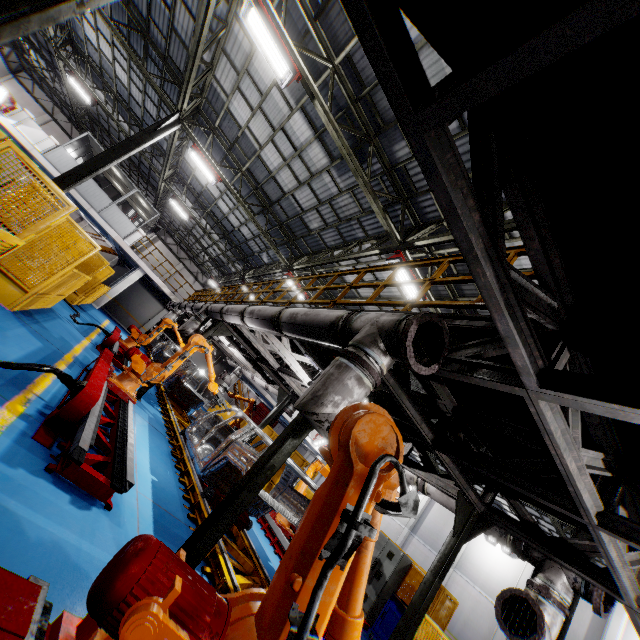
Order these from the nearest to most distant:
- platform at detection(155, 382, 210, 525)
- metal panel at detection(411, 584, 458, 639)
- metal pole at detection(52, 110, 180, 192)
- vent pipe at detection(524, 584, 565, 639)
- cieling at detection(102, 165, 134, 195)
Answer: vent pipe at detection(524, 584, 565, 639)
platform at detection(155, 382, 210, 525)
metal panel at detection(411, 584, 458, 639)
metal pole at detection(52, 110, 180, 192)
cieling at detection(102, 165, 134, 195)

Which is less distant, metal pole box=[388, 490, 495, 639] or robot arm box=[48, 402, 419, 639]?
robot arm box=[48, 402, 419, 639]

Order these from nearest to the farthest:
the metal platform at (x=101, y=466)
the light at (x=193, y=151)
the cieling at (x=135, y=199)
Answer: the metal platform at (x=101, y=466) < the light at (x=193, y=151) < the cieling at (x=135, y=199)

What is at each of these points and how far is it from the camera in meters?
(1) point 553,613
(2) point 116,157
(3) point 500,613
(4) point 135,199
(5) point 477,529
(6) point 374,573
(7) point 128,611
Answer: (1) vent pipe, 4.4
(2) metal pole, 11.9
(3) pipe cover, 4.4
(4) cieling, 23.9
(5) metal pole, 5.5
(6) cabinet, 10.4
(7) robot arm, 1.2

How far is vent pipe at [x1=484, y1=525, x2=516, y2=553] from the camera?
5.20m

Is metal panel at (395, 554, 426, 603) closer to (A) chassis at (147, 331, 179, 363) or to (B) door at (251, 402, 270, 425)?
(A) chassis at (147, 331, 179, 363)

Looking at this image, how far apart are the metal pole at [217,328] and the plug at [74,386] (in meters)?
5.11

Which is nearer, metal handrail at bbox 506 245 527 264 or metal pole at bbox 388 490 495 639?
metal handrail at bbox 506 245 527 264
